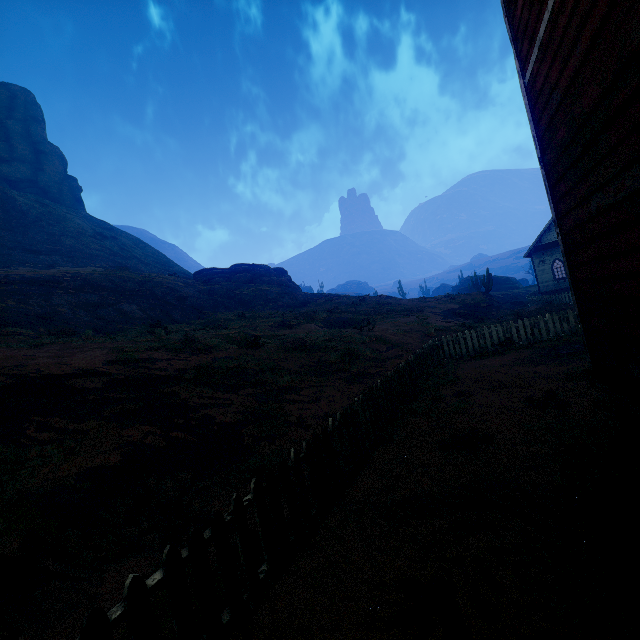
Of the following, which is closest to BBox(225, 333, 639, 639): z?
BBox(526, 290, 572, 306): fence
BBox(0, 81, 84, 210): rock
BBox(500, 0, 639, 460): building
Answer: BBox(500, 0, 639, 460): building

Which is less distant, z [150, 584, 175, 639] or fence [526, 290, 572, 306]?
z [150, 584, 175, 639]

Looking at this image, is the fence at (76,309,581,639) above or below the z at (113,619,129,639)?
above

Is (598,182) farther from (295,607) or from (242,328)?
(242,328)

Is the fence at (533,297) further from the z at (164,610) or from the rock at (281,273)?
the rock at (281,273)

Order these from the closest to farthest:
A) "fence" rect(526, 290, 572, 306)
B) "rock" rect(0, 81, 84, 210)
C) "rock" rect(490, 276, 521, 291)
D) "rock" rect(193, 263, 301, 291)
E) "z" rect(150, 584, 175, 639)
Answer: "z" rect(150, 584, 175, 639), "fence" rect(526, 290, 572, 306), "rock" rect(193, 263, 301, 291), "rock" rect(0, 81, 84, 210), "rock" rect(490, 276, 521, 291)

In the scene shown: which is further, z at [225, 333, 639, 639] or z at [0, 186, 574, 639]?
z at [0, 186, 574, 639]

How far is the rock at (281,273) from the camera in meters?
40.0
